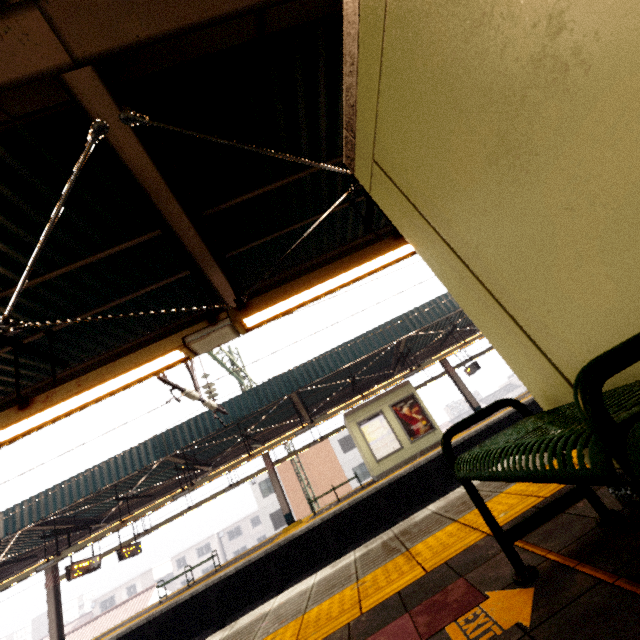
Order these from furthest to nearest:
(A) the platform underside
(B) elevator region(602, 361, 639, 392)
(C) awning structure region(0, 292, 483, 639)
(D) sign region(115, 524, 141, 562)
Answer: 1. (D) sign region(115, 524, 141, 562)
2. (C) awning structure region(0, 292, 483, 639)
3. (A) the platform underside
4. (B) elevator region(602, 361, 639, 392)

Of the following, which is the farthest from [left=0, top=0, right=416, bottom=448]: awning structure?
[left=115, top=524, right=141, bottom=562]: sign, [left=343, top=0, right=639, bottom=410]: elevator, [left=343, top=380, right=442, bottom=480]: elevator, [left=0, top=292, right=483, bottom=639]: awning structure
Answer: [left=115, top=524, right=141, bottom=562]: sign

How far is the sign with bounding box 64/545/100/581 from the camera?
11.56m

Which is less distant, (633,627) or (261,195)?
(633,627)

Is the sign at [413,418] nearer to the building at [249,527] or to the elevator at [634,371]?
the elevator at [634,371]

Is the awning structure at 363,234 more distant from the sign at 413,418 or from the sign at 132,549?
the sign at 132,549

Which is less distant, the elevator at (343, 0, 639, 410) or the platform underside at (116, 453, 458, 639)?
the elevator at (343, 0, 639, 410)

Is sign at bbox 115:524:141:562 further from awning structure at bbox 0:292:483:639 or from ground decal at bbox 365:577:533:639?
ground decal at bbox 365:577:533:639
